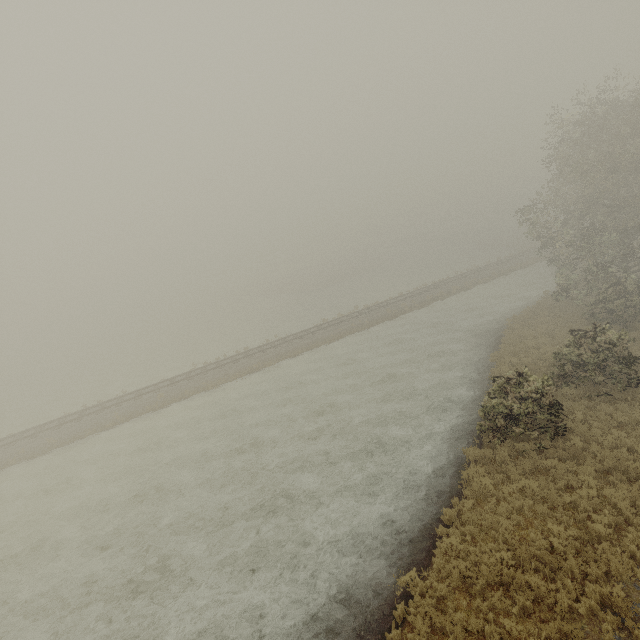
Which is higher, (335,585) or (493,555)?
(493,555)
